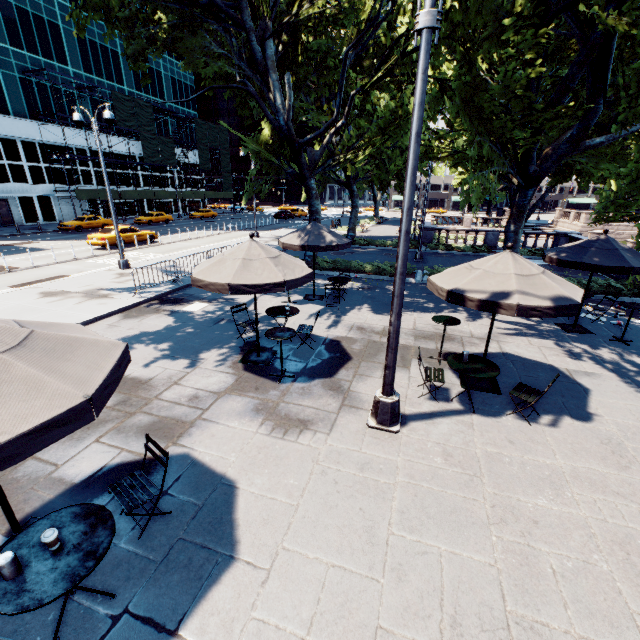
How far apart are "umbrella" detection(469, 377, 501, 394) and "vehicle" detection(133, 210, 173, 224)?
42.6m

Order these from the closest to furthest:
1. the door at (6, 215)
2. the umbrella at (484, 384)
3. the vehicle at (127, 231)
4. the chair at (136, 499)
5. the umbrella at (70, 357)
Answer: the umbrella at (70, 357) < the chair at (136, 499) < the umbrella at (484, 384) < the vehicle at (127, 231) < the door at (6, 215)

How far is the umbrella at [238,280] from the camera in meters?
6.4

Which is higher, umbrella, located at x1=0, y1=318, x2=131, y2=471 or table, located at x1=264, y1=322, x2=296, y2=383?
umbrella, located at x1=0, y1=318, x2=131, y2=471

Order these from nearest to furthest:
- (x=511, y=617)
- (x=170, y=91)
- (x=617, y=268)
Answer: (x=511, y=617) < (x=617, y=268) < (x=170, y=91)

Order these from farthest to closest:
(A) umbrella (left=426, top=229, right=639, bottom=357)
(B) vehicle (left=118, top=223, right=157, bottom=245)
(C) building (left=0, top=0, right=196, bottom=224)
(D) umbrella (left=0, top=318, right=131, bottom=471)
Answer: (C) building (left=0, top=0, right=196, bottom=224) → (B) vehicle (left=118, top=223, right=157, bottom=245) → (A) umbrella (left=426, top=229, right=639, bottom=357) → (D) umbrella (left=0, top=318, right=131, bottom=471)

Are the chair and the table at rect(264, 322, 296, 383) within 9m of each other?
yes

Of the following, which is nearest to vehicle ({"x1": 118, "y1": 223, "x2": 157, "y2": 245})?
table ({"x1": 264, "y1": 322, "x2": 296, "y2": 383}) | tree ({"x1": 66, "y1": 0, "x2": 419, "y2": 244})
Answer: tree ({"x1": 66, "y1": 0, "x2": 419, "y2": 244})
